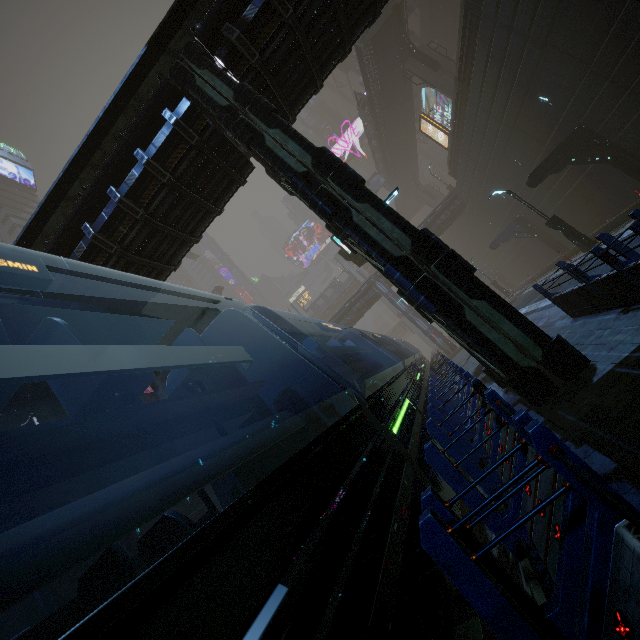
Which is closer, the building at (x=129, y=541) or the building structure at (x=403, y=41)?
the building at (x=129, y=541)

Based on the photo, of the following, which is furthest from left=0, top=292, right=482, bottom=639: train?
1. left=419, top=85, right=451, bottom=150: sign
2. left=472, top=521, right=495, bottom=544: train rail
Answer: left=419, top=85, right=451, bottom=150: sign

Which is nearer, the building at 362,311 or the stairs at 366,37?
the stairs at 366,37

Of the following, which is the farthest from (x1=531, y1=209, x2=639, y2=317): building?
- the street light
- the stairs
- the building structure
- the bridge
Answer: the building structure

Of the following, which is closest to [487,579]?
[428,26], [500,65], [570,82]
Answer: [570,82]

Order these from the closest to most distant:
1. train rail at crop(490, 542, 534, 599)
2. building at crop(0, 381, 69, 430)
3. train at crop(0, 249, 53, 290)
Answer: train at crop(0, 249, 53, 290) < train rail at crop(490, 542, 534, 599) < building at crop(0, 381, 69, 430)

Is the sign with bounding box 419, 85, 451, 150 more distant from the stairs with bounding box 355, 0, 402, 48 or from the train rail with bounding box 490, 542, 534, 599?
the train rail with bounding box 490, 542, 534, 599

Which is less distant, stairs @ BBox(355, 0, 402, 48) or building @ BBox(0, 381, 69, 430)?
building @ BBox(0, 381, 69, 430)
